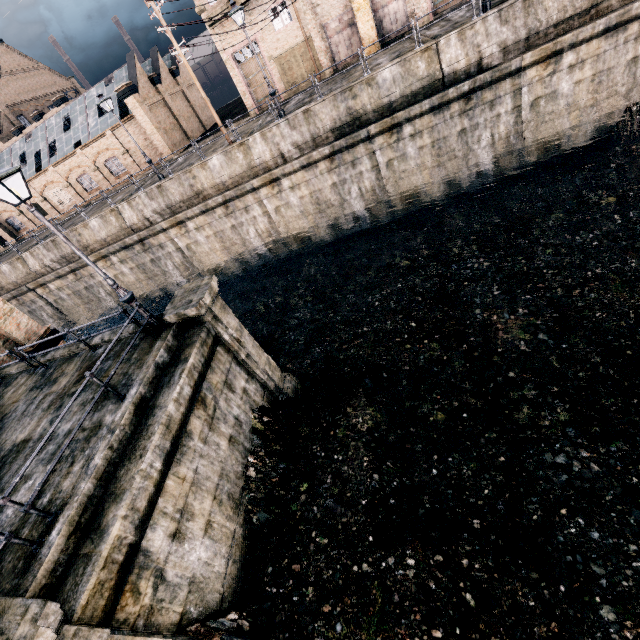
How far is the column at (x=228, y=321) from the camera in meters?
10.4 m

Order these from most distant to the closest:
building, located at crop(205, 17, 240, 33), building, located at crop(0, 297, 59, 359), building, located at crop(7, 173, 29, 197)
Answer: building, located at crop(7, 173, 29, 197) < building, located at crop(205, 17, 240, 33) < building, located at crop(0, 297, 59, 359)

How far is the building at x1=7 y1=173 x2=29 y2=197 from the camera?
37.13m

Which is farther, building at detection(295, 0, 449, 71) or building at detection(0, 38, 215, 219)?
building at detection(0, 38, 215, 219)

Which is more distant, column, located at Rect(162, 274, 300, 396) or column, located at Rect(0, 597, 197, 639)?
column, located at Rect(162, 274, 300, 396)

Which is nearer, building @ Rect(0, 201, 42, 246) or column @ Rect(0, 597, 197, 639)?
column @ Rect(0, 597, 197, 639)

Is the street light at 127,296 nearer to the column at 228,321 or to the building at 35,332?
the column at 228,321

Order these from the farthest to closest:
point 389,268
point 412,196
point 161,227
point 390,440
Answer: point 161,227
point 412,196
point 389,268
point 390,440
